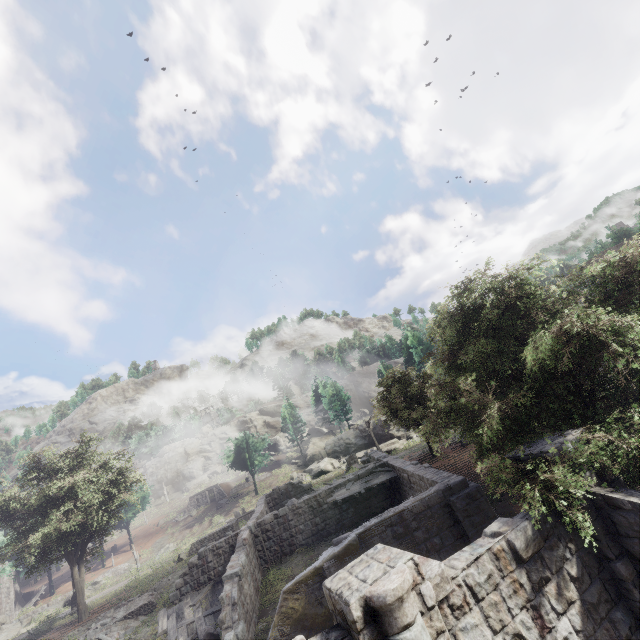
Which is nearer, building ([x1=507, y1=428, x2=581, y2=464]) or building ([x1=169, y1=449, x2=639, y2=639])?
building ([x1=169, y1=449, x2=639, y2=639])

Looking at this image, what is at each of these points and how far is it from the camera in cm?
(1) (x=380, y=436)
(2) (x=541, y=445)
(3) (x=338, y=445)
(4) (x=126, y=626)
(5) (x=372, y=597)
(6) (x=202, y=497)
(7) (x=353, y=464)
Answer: (1) rock, 4547
(2) building, 720
(3) rock, 4897
(4) rubble, 1703
(5) building, 454
(6) shelter, 5153
(7) building, 3853

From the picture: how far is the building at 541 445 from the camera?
6.71m

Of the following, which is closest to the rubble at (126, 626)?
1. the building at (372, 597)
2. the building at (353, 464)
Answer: the building at (372, 597)

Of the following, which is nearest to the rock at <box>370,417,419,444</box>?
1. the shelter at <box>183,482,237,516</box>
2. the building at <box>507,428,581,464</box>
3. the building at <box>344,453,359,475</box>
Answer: the building at <box>344,453,359,475</box>

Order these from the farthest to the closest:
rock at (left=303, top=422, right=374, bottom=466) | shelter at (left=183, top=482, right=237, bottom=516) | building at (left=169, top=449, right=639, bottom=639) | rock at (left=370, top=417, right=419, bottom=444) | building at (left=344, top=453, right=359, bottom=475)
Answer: shelter at (left=183, top=482, right=237, bottom=516), rock at (left=303, top=422, right=374, bottom=466), rock at (left=370, top=417, right=419, bottom=444), building at (left=344, top=453, right=359, bottom=475), building at (left=169, top=449, right=639, bottom=639)

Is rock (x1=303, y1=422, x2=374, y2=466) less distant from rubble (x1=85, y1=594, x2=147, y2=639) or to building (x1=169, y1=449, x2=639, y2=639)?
building (x1=169, y1=449, x2=639, y2=639)

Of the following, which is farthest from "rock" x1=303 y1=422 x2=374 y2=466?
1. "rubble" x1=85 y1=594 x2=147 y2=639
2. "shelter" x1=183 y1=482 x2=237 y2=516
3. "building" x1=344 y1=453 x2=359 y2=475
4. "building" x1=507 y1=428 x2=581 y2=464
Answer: "building" x1=507 y1=428 x2=581 y2=464
